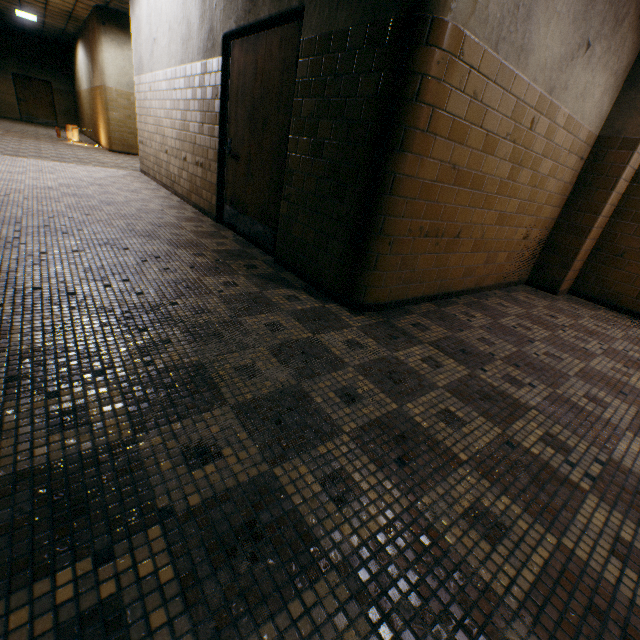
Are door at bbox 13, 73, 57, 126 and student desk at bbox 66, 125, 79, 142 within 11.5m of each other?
yes

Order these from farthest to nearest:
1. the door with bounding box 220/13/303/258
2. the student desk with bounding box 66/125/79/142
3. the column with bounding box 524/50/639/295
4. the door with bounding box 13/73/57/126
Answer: the door with bounding box 13/73/57/126, the student desk with bounding box 66/125/79/142, the column with bounding box 524/50/639/295, the door with bounding box 220/13/303/258

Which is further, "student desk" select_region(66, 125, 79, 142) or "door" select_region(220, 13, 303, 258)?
"student desk" select_region(66, 125, 79, 142)

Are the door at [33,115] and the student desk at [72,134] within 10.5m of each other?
yes

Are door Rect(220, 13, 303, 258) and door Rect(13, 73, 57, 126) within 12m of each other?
no

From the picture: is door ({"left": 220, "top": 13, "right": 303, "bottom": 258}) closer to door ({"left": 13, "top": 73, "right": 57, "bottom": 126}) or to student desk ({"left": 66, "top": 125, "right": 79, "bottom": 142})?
student desk ({"left": 66, "top": 125, "right": 79, "bottom": 142})

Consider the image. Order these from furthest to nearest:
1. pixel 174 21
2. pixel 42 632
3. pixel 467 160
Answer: pixel 174 21 < pixel 467 160 < pixel 42 632

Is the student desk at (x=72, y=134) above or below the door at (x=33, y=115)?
below
